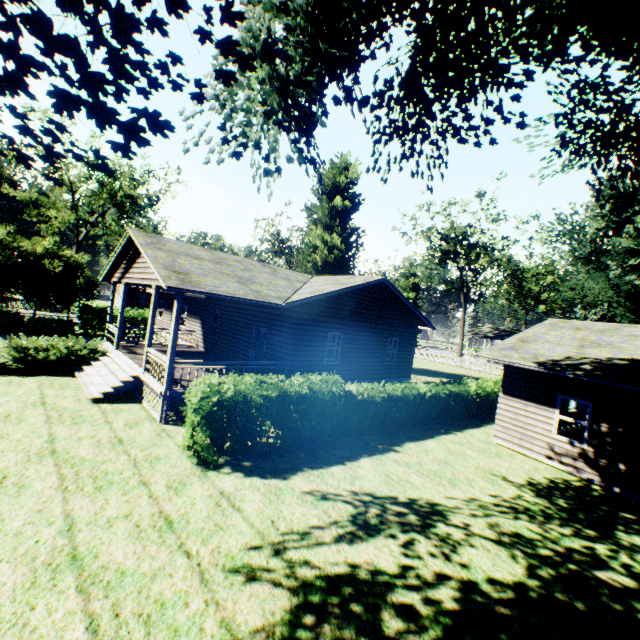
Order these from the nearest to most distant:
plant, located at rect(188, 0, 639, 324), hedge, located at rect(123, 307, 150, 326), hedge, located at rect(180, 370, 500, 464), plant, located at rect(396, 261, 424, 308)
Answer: plant, located at rect(188, 0, 639, 324) → hedge, located at rect(180, 370, 500, 464) → hedge, located at rect(123, 307, 150, 326) → plant, located at rect(396, 261, 424, 308)

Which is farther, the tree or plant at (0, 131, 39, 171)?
the tree

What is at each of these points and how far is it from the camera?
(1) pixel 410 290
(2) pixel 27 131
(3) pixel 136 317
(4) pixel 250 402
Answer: (1) plant, 56.8m
(2) plant, 2.3m
(3) hedge, 28.2m
(4) hedge, 8.8m

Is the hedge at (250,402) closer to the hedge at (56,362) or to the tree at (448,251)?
the hedge at (56,362)

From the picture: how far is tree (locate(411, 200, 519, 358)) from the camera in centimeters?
3906cm

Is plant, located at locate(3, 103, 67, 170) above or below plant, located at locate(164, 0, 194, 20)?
Result: below

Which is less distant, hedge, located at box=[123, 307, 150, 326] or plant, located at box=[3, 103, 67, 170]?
plant, located at box=[3, 103, 67, 170]

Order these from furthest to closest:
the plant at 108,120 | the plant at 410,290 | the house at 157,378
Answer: the plant at 410,290, the house at 157,378, the plant at 108,120
